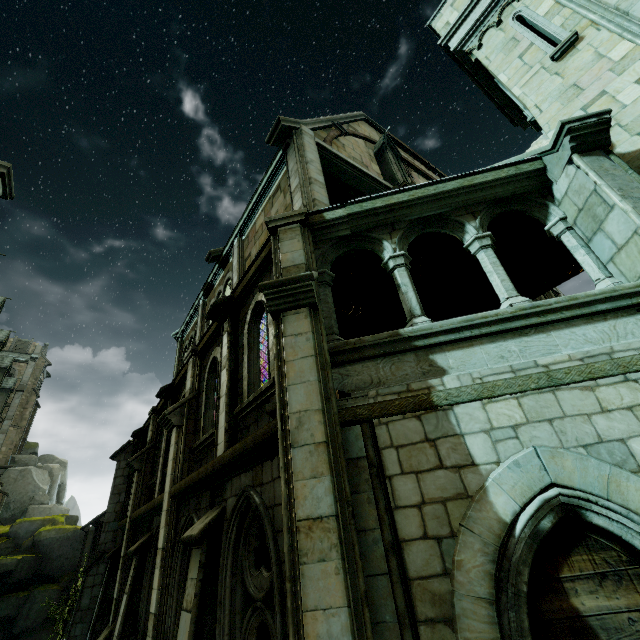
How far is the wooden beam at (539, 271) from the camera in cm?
948

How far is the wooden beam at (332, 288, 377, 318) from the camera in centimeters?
928cm

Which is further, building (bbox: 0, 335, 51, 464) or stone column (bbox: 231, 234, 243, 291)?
building (bbox: 0, 335, 51, 464)

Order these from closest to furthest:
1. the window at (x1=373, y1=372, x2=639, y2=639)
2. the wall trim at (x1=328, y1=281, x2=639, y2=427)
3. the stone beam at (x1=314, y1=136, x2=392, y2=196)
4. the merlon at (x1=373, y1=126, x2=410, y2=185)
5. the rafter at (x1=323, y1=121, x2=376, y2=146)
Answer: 1. the window at (x1=373, y1=372, x2=639, y2=639)
2. the wall trim at (x1=328, y1=281, x2=639, y2=427)
3. the stone beam at (x1=314, y1=136, x2=392, y2=196)
4. the rafter at (x1=323, y1=121, x2=376, y2=146)
5. the merlon at (x1=373, y1=126, x2=410, y2=185)

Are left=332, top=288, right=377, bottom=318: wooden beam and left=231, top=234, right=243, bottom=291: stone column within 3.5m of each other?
yes

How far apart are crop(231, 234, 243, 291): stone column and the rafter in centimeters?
428cm

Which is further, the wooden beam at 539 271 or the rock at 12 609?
the rock at 12 609

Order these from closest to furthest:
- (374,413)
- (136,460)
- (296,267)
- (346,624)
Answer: (346,624)
(374,413)
(296,267)
(136,460)
